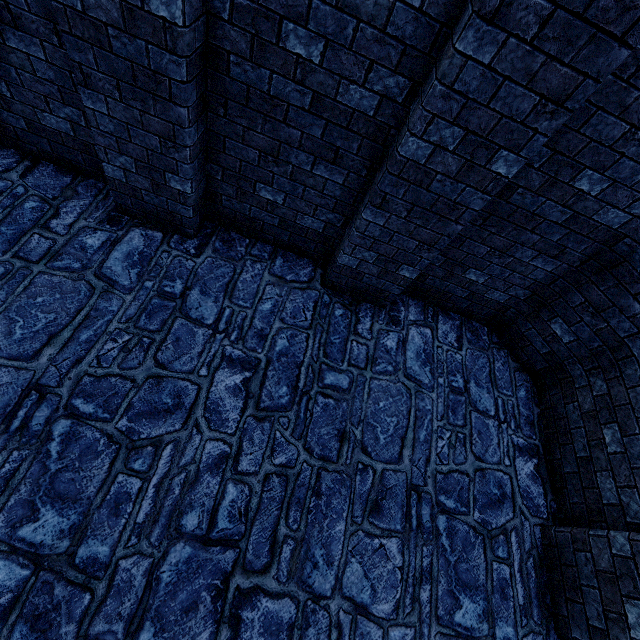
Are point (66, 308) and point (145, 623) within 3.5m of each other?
yes
